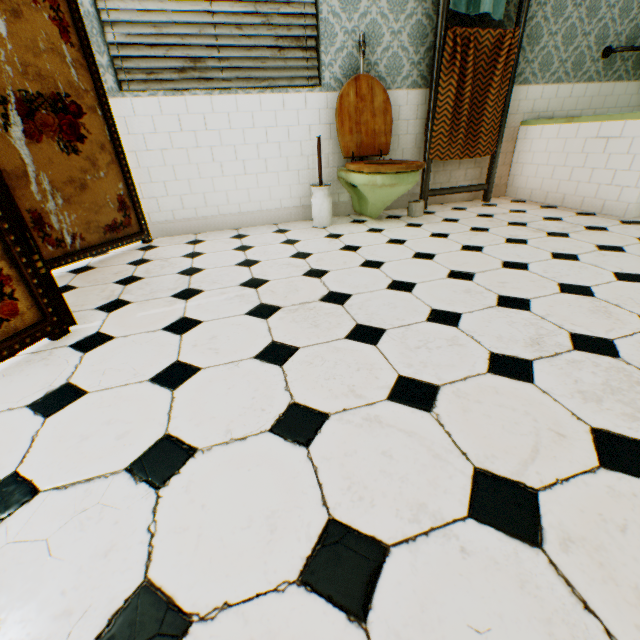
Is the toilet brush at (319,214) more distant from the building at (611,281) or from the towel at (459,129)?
A: the towel at (459,129)

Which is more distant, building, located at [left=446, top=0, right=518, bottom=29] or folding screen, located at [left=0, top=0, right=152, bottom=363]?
building, located at [left=446, top=0, right=518, bottom=29]

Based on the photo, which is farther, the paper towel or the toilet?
the paper towel

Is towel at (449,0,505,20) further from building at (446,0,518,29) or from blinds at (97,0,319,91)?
blinds at (97,0,319,91)

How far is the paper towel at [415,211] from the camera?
3.3 meters

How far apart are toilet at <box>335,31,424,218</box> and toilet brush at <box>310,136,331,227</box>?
0.2 meters

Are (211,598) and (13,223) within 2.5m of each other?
yes

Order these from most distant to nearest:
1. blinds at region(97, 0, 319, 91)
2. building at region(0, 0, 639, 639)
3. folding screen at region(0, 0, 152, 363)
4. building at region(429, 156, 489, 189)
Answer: building at region(429, 156, 489, 189) → blinds at region(97, 0, 319, 91) → folding screen at region(0, 0, 152, 363) → building at region(0, 0, 639, 639)
